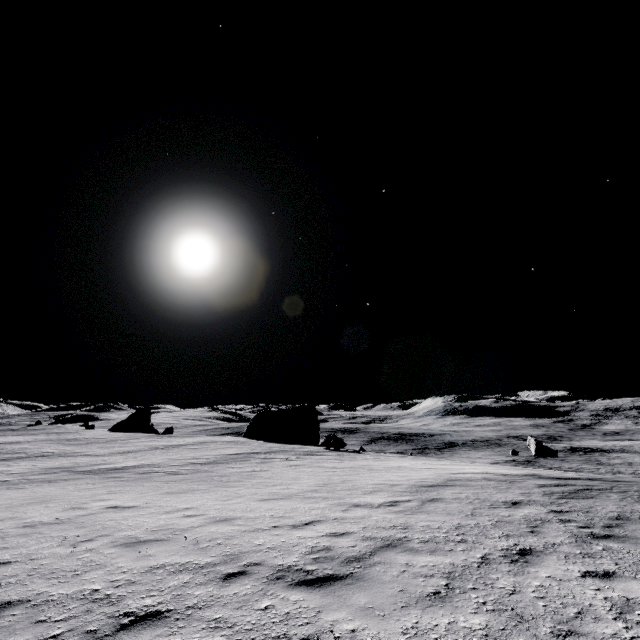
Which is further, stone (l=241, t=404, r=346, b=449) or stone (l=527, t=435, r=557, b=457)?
stone (l=527, t=435, r=557, b=457)

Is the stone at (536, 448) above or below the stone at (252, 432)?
below

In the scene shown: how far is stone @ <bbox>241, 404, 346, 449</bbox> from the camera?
32.78m

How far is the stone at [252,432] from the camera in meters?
32.8

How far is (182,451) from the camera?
28.98m

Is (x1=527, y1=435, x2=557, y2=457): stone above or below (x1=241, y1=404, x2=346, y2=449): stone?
below

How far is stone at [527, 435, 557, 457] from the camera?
33.91m
